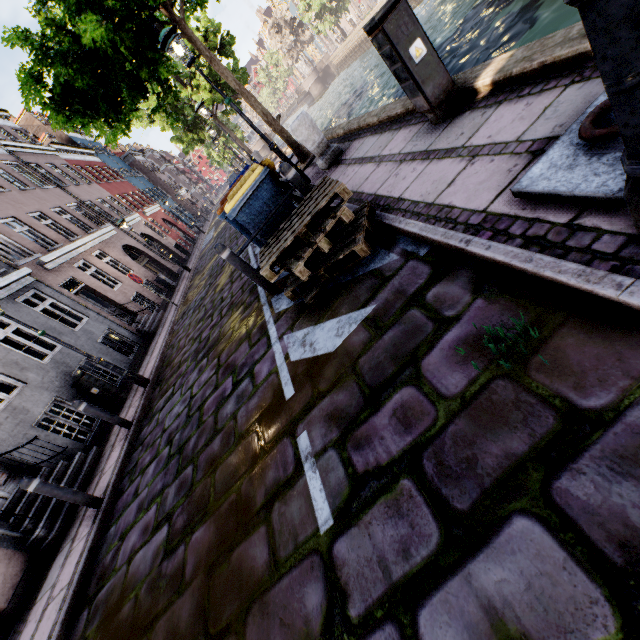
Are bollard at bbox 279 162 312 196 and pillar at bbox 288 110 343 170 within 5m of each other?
yes

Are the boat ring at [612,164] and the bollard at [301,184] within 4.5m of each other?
yes

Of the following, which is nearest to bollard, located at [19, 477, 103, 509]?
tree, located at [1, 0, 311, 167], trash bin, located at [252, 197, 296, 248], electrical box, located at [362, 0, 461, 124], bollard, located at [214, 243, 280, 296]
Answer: bollard, located at [214, 243, 280, 296]

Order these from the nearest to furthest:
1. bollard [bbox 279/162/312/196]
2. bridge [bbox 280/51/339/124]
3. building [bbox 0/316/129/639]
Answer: bollard [bbox 279/162/312/196], building [bbox 0/316/129/639], bridge [bbox 280/51/339/124]

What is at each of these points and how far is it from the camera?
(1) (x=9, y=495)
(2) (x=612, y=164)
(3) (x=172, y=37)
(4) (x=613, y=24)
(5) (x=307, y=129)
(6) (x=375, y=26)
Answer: (1) building, 6.0 meters
(2) boat ring, 1.7 meters
(3) street light, 5.7 meters
(4) street light, 0.9 meters
(5) pillar, 6.4 meters
(6) electrical box, 3.3 meters

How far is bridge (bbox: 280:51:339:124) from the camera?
48.6 meters

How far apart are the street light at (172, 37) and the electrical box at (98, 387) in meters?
7.5 m

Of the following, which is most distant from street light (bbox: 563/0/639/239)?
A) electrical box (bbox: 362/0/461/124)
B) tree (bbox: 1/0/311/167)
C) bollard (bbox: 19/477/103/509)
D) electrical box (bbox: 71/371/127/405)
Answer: electrical box (bbox: 71/371/127/405)
